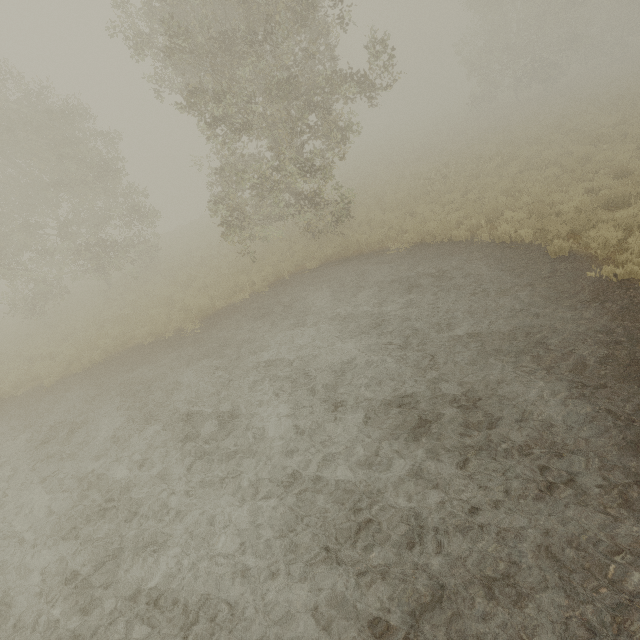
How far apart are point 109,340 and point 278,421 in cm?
927
